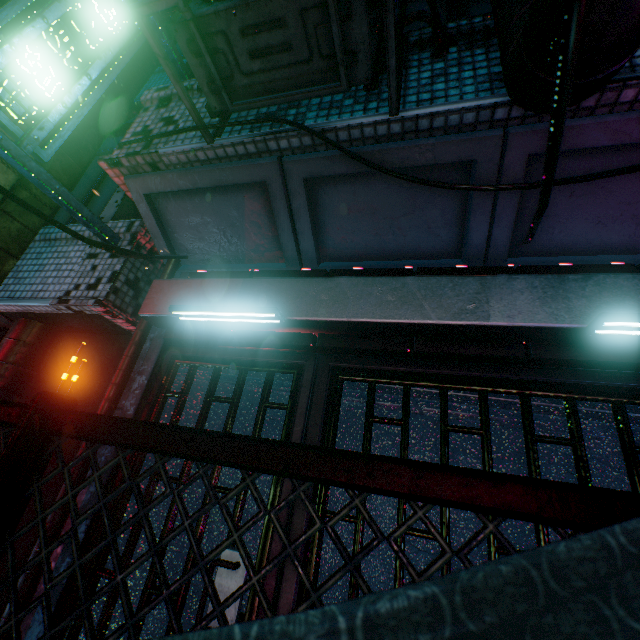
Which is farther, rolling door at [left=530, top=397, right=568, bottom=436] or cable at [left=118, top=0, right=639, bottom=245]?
rolling door at [left=530, top=397, right=568, bottom=436]

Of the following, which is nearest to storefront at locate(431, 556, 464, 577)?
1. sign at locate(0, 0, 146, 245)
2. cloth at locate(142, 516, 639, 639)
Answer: sign at locate(0, 0, 146, 245)

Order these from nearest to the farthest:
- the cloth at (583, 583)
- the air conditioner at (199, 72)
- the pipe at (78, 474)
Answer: →
1. the cloth at (583, 583)
2. the air conditioner at (199, 72)
3. the pipe at (78, 474)

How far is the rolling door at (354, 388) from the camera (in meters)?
1.85

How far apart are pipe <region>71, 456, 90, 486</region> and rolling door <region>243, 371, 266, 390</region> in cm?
36

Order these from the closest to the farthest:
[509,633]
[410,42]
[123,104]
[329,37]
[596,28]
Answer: [509,633] < [596,28] < [329,37] < [410,42] < [123,104]

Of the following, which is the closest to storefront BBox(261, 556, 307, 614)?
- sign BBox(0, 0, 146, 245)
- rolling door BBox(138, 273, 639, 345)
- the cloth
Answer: rolling door BBox(138, 273, 639, 345)
